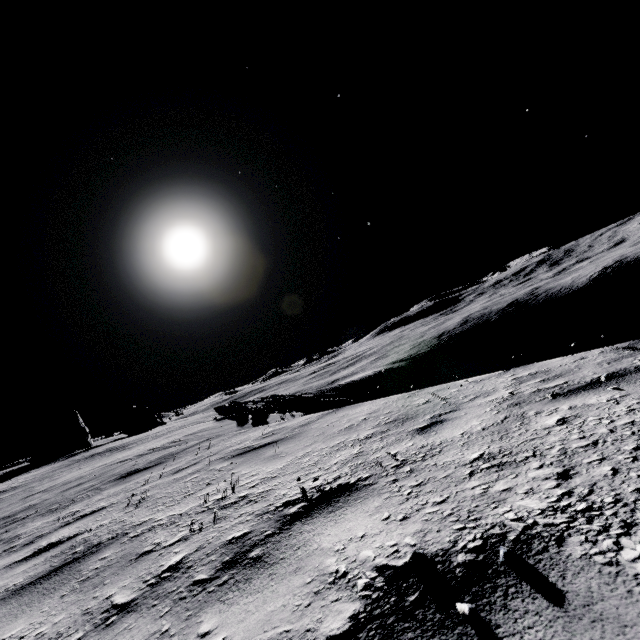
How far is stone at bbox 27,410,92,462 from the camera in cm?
4712

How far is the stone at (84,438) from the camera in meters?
47.1

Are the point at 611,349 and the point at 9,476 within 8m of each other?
no
